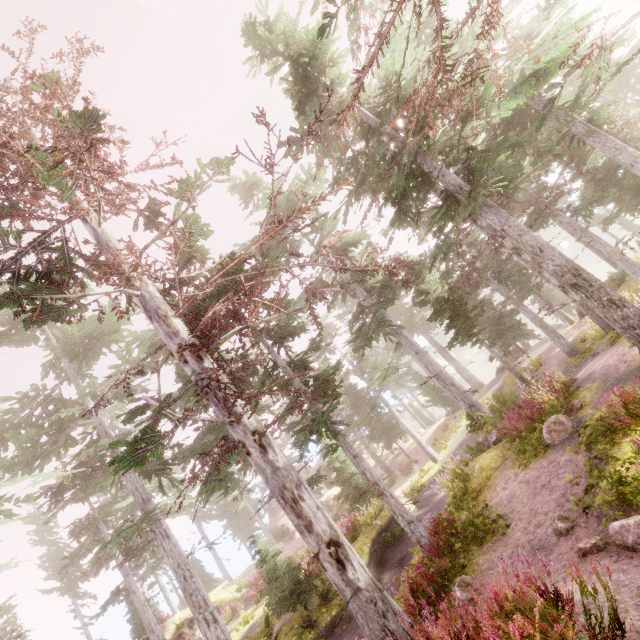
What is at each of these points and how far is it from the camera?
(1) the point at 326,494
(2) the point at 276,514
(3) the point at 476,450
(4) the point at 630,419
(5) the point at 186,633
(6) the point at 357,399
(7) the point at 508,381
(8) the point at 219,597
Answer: (1) rock, 44.4m
(2) rock, 42.5m
(3) instancedfoliageactor, 14.9m
(4) instancedfoliageactor, 7.2m
(5) rock, 20.8m
(6) instancedfoliageactor, 34.3m
(7) rock, 23.9m
(8) rock, 24.3m

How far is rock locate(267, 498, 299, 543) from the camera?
37.47m

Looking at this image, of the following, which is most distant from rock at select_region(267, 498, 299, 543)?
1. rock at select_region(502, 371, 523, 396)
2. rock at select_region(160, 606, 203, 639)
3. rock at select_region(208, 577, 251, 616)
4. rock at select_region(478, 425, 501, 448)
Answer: rock at select_region(208, 577, 251, 616)

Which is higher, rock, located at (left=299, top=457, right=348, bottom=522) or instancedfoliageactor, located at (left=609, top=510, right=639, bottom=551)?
instancedfoliageactor, located at (left=609, top=510, right=639, bottom=551)

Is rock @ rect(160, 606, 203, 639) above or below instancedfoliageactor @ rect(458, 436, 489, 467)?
above

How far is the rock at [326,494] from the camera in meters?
31.5 m

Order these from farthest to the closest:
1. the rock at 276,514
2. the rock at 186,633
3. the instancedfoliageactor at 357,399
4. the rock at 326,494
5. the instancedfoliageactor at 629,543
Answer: the rock at 276,514 → the rock at 326,494 → the rock at 186,633 → the instancedfoliageactor at 357,399 → the instancedfoliageactor at 629,543
